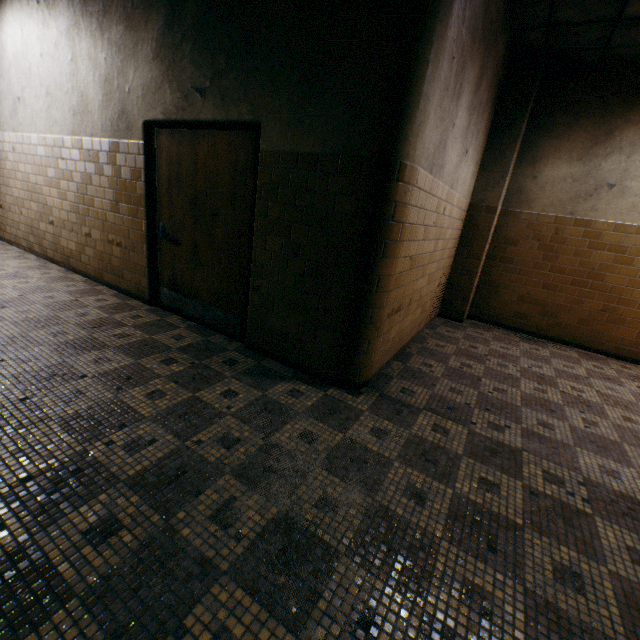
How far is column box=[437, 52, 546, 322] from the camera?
4.57m

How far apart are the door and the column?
3.7 meters

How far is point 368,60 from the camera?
2.28m

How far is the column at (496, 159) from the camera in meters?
4.6

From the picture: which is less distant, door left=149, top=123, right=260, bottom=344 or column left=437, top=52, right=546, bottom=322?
door left=149, top=123, right=260, bottom=344

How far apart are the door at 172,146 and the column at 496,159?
3.75m

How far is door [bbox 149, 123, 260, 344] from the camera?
3.18m
